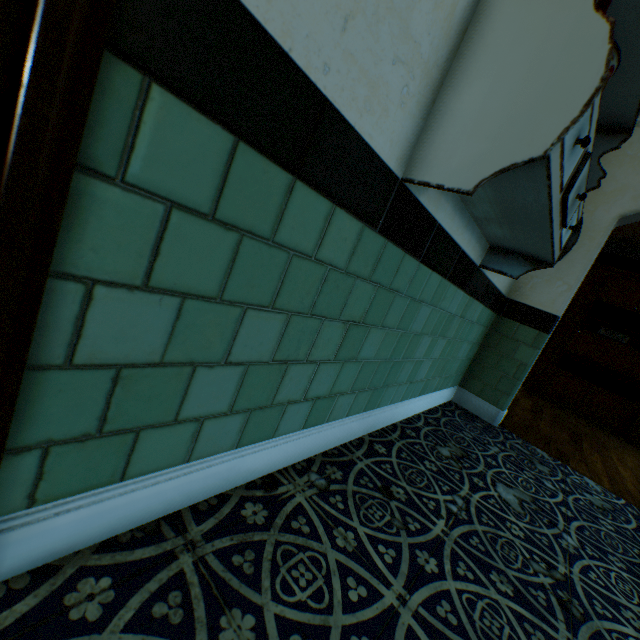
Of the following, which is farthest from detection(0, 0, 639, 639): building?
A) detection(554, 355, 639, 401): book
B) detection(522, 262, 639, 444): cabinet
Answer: detection(554, 355, 639, 401): book

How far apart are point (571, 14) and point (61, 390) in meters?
1.4 m

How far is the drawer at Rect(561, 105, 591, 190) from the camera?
0.87m

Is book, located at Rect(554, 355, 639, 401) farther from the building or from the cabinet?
the building

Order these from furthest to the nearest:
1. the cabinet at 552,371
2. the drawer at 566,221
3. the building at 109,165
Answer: the cabinet at 552,371 → the drawer at 566,221 → the building at 109,165

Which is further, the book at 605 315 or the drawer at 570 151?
the book at 605 315

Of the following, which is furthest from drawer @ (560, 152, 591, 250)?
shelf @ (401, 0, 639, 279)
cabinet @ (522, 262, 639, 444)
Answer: cabinet @ (522, 262, 639, 444)

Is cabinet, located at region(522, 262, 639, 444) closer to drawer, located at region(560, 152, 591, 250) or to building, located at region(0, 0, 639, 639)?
building, located at region(0, 0, 639, 639)
